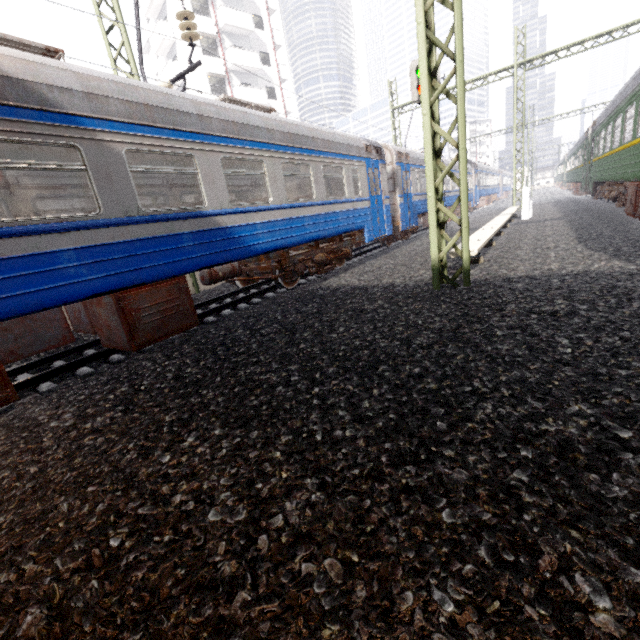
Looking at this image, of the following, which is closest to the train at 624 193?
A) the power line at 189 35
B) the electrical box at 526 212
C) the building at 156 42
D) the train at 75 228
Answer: the power line at 189 35

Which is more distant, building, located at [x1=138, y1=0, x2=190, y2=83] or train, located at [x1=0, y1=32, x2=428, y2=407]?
building, located at [x1=138, y1=0, x2=190, y2=83]

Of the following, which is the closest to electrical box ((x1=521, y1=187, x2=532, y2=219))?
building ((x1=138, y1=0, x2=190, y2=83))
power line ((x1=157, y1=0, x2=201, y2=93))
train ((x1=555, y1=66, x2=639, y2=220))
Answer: train ((x1=555, y1=66, x2=639, y2=220))

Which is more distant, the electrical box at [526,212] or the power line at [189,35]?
the electrical box at [526,212]

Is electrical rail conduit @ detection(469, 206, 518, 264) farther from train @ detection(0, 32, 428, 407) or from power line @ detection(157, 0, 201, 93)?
train @ detection(0, 32, 428, 407)

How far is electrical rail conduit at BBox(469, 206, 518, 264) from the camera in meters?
6.8 m

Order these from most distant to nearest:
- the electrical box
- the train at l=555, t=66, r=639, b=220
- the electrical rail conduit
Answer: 1. the electrical box
2. the train at l=555, t=66, r=639, b=220
3. the electrical rail conduit

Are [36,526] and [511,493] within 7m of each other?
yes
